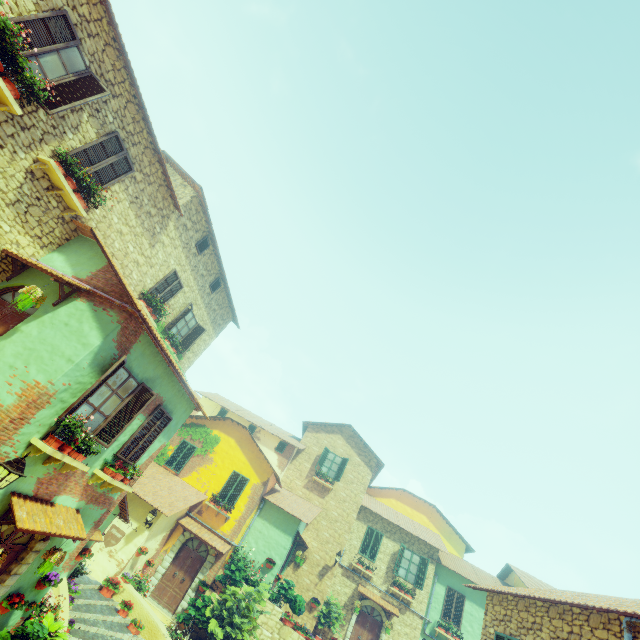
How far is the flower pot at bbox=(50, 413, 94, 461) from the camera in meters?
6.7

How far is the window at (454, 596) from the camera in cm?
1852

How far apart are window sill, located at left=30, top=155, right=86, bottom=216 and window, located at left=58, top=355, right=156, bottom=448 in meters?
4.3

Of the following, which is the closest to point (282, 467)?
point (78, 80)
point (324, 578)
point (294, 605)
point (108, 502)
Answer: point (324, 578)

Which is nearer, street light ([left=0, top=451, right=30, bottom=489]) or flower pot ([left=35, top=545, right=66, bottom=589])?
street light ([left=0, top=451, right=30, bottom=489])

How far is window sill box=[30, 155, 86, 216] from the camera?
7.7m

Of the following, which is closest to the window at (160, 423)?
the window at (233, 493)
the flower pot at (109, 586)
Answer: the flower pot at (109, 586)

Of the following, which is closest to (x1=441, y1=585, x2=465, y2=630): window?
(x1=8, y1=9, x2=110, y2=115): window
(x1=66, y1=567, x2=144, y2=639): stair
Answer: (x1=66, y1=567, x2=144, y2=639): stair
